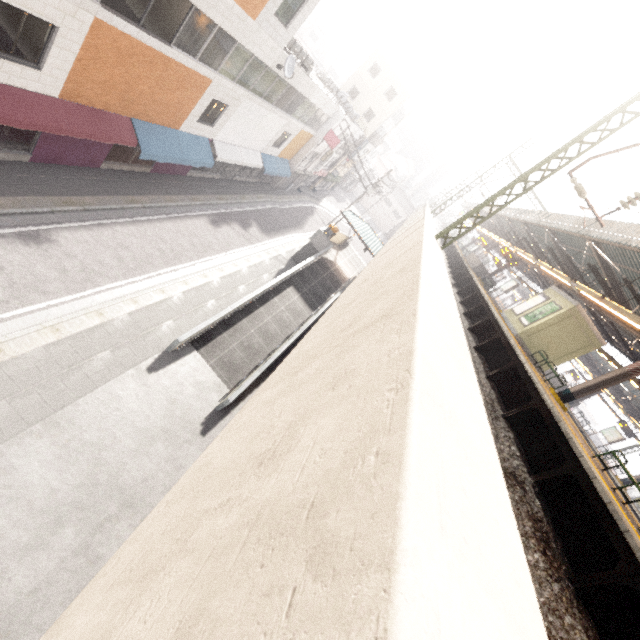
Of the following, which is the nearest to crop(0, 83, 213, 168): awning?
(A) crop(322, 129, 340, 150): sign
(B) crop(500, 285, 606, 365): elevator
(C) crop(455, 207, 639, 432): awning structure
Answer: (A) crop(322, 129, 340, 150): sign

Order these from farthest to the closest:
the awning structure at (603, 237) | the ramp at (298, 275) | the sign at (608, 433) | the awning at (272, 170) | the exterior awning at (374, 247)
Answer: the sign at (608, 433)
the exterior awning at (374, 247)
the awning at (272, 170)
the ramp at (298, 275)
the awning structure at (603, 237)

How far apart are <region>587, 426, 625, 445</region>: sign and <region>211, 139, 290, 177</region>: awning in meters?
34.2 m

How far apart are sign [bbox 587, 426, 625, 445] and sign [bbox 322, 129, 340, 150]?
32.7m

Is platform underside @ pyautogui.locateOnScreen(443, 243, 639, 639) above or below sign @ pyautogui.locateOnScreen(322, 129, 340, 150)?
above

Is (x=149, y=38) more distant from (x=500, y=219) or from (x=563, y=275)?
(x=500, y=219)

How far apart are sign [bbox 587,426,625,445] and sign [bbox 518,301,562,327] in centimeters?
1770cm

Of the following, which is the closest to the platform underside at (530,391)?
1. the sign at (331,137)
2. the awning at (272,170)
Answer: the awning at (272,170)
